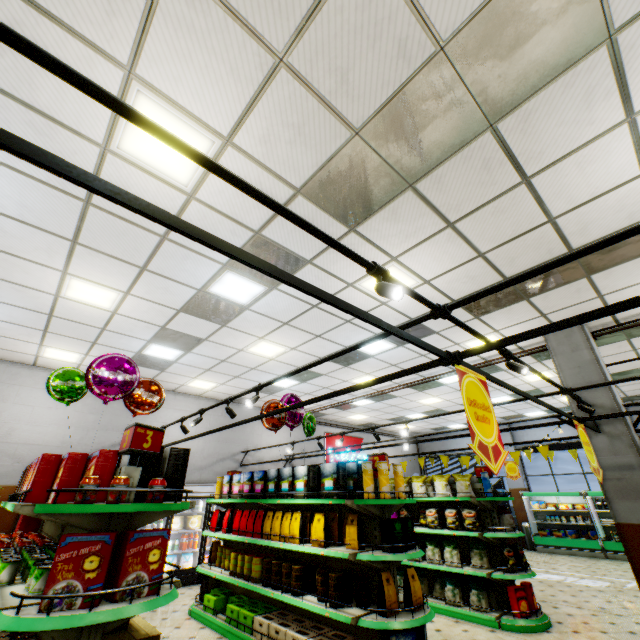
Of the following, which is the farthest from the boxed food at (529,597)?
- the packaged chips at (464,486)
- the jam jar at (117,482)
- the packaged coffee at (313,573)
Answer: the jam jar at (117,482)

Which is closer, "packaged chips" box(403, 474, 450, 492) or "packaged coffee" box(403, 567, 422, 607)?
"packaged coffee" box(403, 567, 422, 607)

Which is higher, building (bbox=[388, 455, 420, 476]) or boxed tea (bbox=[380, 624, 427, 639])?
building (bbox=[388, 455, 420, 476])

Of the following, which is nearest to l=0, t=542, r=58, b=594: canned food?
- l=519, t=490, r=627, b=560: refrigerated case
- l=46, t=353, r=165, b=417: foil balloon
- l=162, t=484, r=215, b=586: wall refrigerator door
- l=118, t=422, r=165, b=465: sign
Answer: l=118, t=422, r=165, b=465: sign

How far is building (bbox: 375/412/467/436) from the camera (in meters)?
14.39

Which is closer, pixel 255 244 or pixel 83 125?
pixel 83 125

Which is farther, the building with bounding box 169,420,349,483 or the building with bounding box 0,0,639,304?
the building with bounding box 169,420,349,483

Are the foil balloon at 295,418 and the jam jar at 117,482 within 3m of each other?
no
